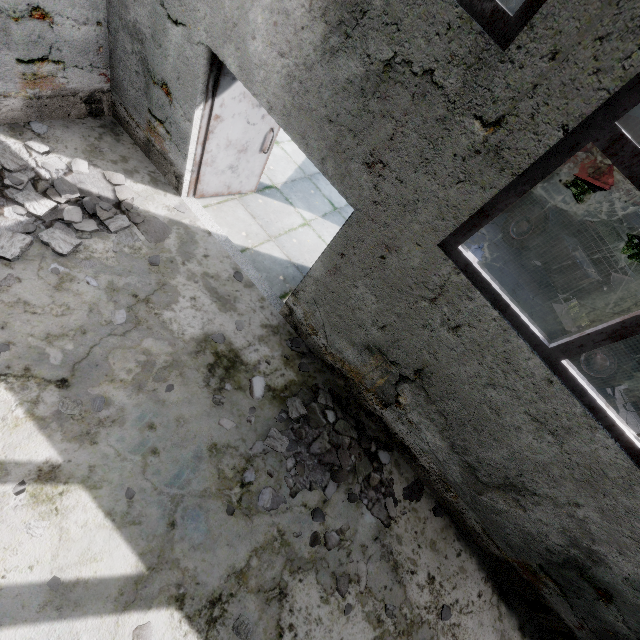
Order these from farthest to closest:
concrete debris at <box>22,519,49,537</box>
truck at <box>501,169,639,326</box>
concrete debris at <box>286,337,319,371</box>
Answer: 1. truck at <box>501,169,639,326</box>
2. concrete debris at <box>286,337,319,371</box>
3. concrete debris at <box>22,519,49,537</box>

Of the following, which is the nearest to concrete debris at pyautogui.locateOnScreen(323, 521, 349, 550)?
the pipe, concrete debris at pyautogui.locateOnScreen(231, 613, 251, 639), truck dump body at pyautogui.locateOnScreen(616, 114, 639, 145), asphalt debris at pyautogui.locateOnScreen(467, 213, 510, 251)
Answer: concrete debris at pyautogui.locateOnScreen(231, 613, 251, 639)

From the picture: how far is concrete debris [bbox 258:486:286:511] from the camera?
3.6m

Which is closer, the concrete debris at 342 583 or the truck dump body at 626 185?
the concrete debris at 342 583

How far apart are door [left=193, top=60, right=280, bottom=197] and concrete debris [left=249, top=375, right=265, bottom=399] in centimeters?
308cm

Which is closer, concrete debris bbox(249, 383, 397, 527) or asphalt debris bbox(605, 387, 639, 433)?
concrete debris bbox(249, 383, 397, 527)

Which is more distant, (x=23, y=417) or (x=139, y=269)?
(x=139, y=269)

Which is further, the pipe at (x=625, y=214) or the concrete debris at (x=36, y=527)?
the pipe at (x=625, y=214)
